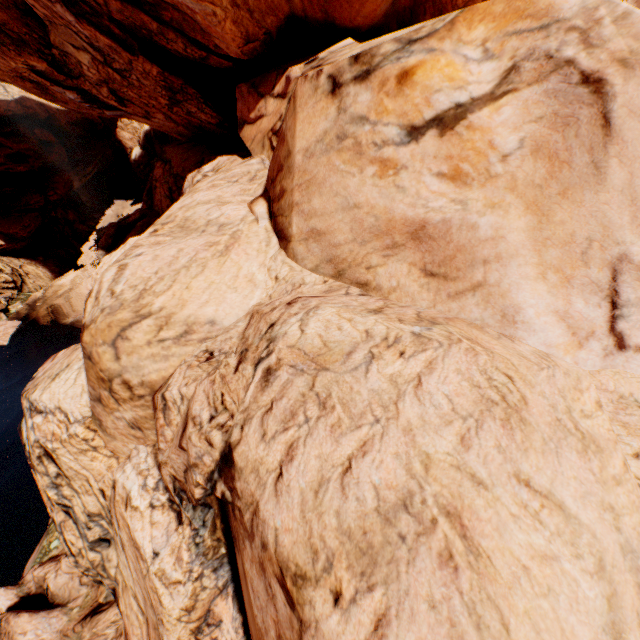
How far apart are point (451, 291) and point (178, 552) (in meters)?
5.95
